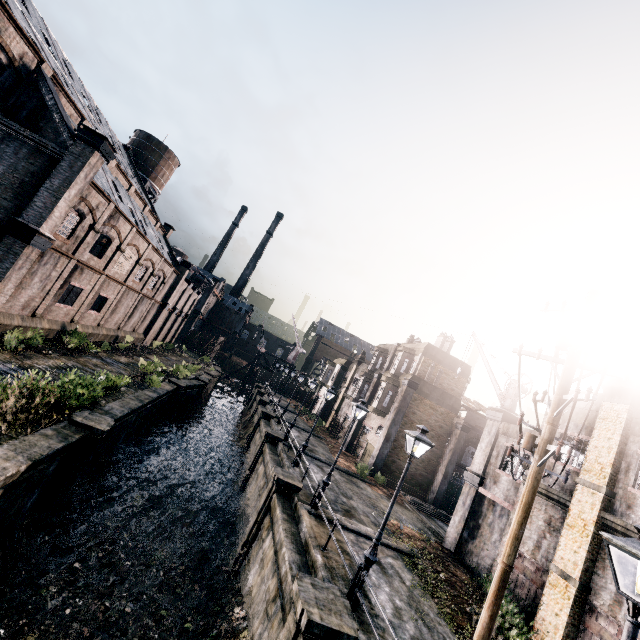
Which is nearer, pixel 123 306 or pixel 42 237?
pixel 42 237

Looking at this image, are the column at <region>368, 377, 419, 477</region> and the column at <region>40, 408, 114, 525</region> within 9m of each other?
no

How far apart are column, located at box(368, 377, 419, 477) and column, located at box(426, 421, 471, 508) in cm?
487

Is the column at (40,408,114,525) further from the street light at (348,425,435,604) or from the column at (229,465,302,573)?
the street light at (348,425,435,604)

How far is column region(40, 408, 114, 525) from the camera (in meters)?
12.67

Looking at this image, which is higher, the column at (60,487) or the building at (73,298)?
the building at (73,298)

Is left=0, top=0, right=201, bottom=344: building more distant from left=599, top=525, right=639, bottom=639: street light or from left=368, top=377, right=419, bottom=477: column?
left=368, top=377, right=419, bottom=477: column

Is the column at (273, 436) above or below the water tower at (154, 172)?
below
